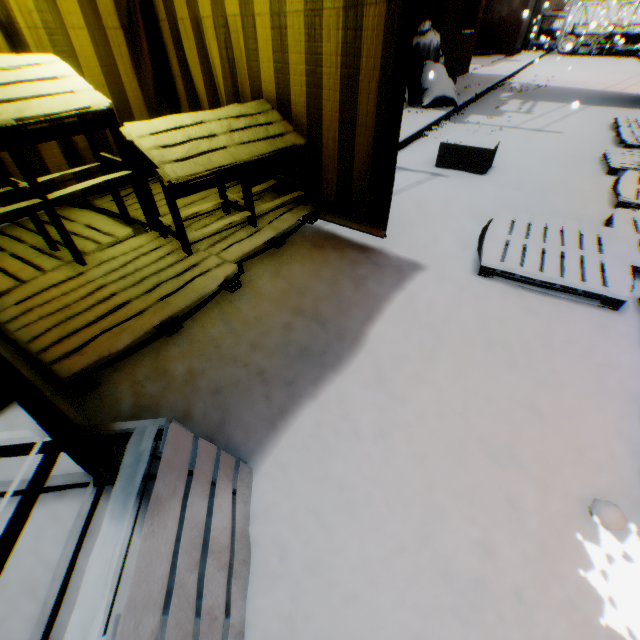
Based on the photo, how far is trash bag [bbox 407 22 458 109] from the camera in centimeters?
702cm

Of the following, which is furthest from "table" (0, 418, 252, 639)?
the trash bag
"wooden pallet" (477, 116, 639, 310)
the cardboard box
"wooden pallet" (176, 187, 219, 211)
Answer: the trash bag

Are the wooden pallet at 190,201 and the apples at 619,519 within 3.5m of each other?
yes

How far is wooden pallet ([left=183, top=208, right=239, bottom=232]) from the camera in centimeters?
276cm

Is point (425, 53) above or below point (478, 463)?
above

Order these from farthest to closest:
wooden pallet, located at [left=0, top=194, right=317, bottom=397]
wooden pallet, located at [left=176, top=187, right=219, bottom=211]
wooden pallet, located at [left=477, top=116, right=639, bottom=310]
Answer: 1. wooden pallet, located at [left=176, top=187, right=219, bottom=211]
2. wooden pallet, located at [left=477, top=116, right=639, bottom=310]
3. wooden pallet, located at [left=0, top=194, right=317, bottom=397]

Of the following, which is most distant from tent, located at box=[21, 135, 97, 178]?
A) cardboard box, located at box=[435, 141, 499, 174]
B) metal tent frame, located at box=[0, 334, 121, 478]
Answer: cardboard box, located at box=[435, 141, 499, 174]

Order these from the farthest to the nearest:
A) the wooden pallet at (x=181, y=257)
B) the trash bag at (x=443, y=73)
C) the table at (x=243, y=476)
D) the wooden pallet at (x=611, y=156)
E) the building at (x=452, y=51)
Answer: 1. the building at (x=452, y=51)
2. the trash bag at (x=443, y=73)
3. the wooden pallet at (x=611, y=156)
4. the wooden pallet at (x=181, y=257)
5. the table at (x=243, y=476)
